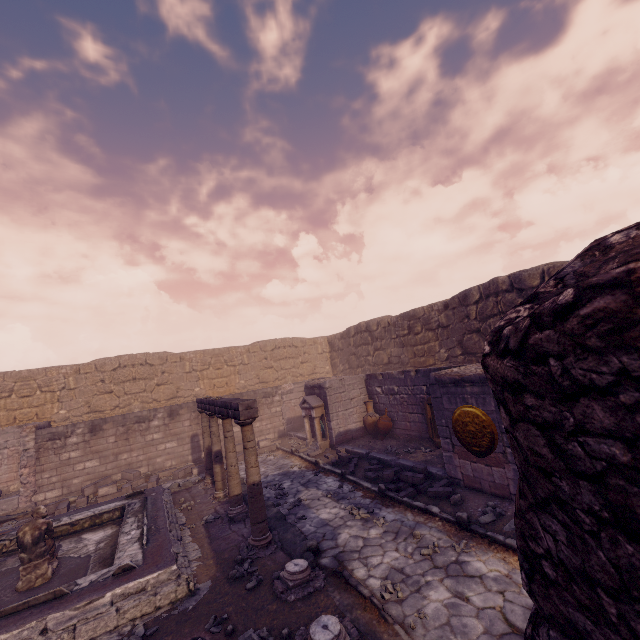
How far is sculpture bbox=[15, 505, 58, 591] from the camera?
6.0m

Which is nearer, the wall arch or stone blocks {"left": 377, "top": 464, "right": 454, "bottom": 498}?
the wall arch

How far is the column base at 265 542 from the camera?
5.9m

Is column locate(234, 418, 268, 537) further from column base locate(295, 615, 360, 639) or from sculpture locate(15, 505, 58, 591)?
sculpture locate(15, 505, 58, 591)

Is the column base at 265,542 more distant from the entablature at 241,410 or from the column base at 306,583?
the entablature at 241,410

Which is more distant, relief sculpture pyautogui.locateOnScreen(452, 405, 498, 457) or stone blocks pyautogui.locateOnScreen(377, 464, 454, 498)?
stone blocks pyautogui.locateOnScreen(377, 464, 454, 498)

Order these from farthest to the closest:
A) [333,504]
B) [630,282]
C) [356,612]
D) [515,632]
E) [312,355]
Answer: [312,355] → [333,504] → [356,612] → [515,632] → [630,282]

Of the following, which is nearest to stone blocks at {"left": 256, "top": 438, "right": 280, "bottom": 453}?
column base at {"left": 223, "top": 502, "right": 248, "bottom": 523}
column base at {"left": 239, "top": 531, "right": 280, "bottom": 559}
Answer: column base at {"left": 223, "top": 502, "right": 248, "bottom": 523}
